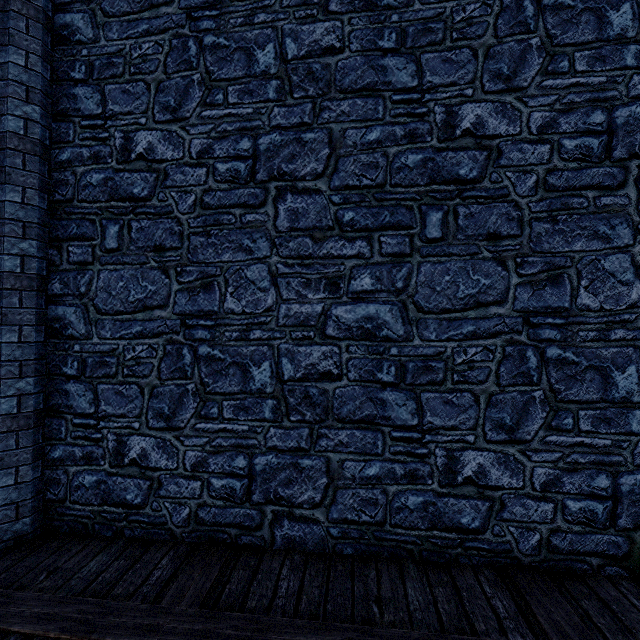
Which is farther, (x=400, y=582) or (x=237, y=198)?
(x=237, y=198)
